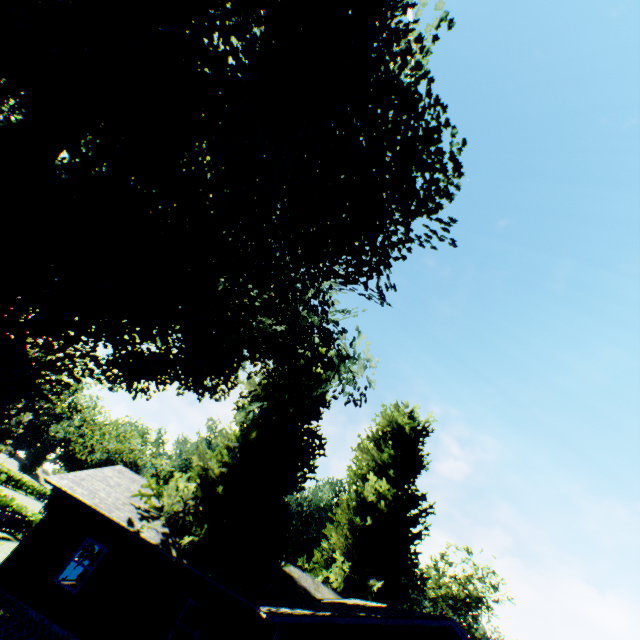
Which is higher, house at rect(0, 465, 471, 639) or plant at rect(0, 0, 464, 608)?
plant at rect(0, 0, 464, 608)

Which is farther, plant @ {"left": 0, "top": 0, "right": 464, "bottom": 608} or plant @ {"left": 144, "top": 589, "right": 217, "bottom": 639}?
plant @ {"left": 144, "top": 589, "right": 217, "bottom": 639}

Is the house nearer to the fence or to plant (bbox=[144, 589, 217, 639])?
plant (bbox=[144, 589, 217, 639])

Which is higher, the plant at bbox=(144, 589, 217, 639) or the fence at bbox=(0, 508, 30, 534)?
the plant at bbox=(144, 589, 217, 639)

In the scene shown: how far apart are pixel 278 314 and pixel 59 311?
5.28m

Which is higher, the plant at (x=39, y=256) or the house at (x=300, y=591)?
the plant at (x=39, y=256)

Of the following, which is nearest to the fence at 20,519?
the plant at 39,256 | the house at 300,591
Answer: the plant at 39,256
